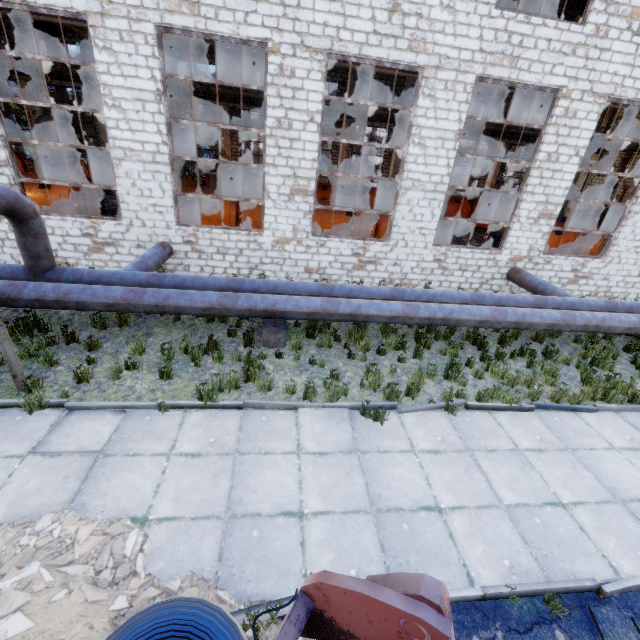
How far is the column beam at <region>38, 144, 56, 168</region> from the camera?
23.7m

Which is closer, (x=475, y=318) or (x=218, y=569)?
(x=218, y=569)

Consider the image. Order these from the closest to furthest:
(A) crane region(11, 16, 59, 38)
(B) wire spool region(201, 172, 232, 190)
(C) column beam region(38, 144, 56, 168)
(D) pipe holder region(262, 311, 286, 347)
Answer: (D) pipe holder region(262, 311, 286, 347), (A) crane region(11, 16, 59, 38), (B) wire spool region(201, 172, 232, 190), (C) column beam region(38, 144, 56, 168)

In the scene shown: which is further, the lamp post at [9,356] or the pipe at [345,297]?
the pipe at [345,297]

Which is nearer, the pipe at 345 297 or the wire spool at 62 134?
the pipe at 345 297

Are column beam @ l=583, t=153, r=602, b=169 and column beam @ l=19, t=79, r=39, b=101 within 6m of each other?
no

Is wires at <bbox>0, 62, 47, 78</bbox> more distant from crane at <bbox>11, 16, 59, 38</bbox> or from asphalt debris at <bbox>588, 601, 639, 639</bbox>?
asphalt debris at <bbox>588, 601, 639, 639</bbox>
